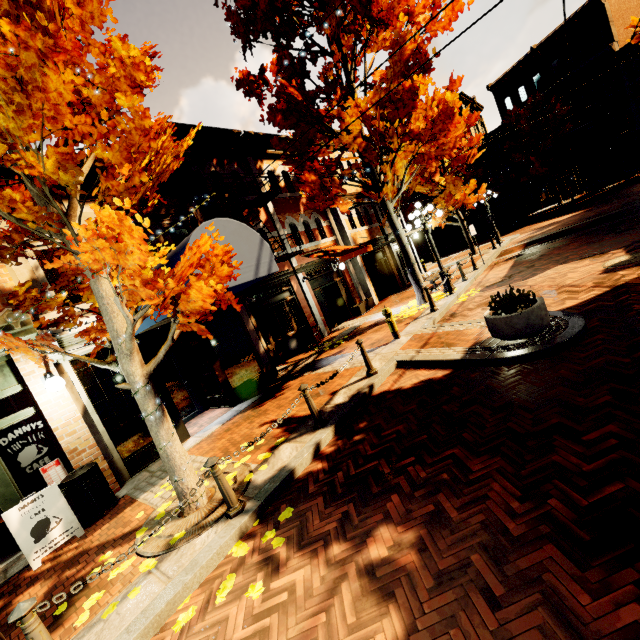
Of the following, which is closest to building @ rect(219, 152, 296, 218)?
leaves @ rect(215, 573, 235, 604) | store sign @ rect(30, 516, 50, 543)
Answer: store sign @ rect(30, 516, 50, 543)

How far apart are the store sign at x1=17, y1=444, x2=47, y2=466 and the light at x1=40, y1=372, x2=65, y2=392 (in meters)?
1.06

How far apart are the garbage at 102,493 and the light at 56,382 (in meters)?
1.54

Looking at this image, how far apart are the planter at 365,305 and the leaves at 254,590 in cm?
1329

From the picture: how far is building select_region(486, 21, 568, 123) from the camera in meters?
Result: 28.5 m

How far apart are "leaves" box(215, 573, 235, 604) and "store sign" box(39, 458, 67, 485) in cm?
509

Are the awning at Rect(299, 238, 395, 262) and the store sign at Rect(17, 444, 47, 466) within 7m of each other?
no

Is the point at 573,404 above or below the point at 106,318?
below
